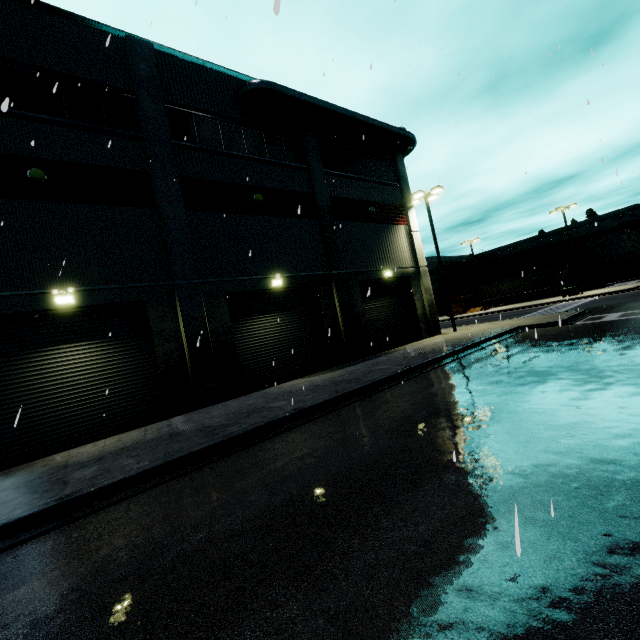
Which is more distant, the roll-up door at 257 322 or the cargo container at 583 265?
the cargo container at 583 265

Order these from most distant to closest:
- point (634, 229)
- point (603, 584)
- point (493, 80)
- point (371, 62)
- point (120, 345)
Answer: point (634, 229)
point (120, 345)
point (493, 80)
point (371, 62)
point (603, 584)

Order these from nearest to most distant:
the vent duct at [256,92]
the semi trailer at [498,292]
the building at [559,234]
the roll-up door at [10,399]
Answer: the roll-up door at [10,399], the vent duct at [256,92], the semi trailer at [498,292], the building at [559,234]

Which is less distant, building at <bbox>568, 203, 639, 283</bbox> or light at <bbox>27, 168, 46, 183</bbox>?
light at <bbox>27, 168, 46, 183</bbox>

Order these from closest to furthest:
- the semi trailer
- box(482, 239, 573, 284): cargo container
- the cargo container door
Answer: the semi trailer → the cargo container door → box(482, 239, 573, 284): cargo container

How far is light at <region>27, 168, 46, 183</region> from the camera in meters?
10.2

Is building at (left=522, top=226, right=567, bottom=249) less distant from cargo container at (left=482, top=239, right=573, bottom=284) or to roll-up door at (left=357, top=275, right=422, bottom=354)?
roll-up door at (left=357, top=275, right=422, bottom=354)

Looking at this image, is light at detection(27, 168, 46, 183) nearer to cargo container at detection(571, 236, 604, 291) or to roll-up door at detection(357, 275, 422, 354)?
roll-up door at detection(357, 275, 422, 354)
